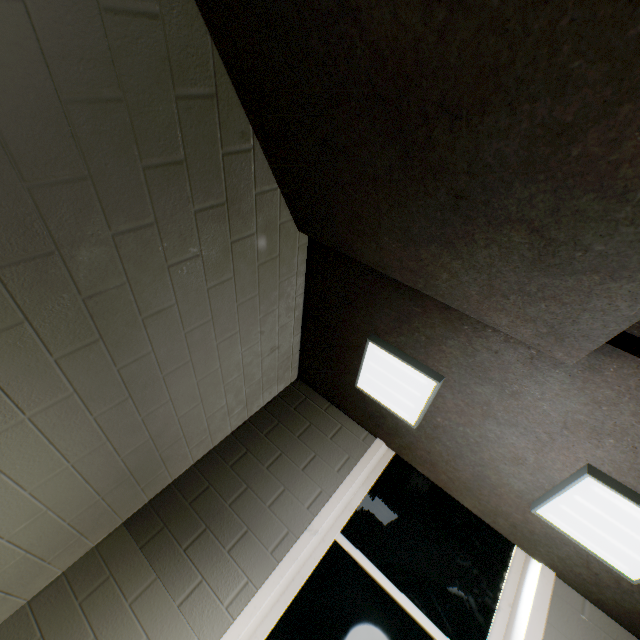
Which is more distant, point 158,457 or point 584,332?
point 158,457

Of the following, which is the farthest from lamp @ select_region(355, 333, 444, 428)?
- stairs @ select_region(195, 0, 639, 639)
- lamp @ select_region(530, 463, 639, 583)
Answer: lamp @ select_region(530, 463, 639, 583)

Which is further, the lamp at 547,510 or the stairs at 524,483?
the lamp at 547,510

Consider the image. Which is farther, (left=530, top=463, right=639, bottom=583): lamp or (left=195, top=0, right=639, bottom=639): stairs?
(left=530, top=463, right=639, bottom=583): lamp

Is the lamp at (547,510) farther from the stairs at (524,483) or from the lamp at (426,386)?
the lamp at (426,386)

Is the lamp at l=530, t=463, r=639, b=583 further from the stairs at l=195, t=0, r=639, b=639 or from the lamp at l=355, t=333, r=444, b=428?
the lamp at l=355, t=333, r=444, b=428

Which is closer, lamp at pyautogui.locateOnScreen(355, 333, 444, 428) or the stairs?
the stairs
